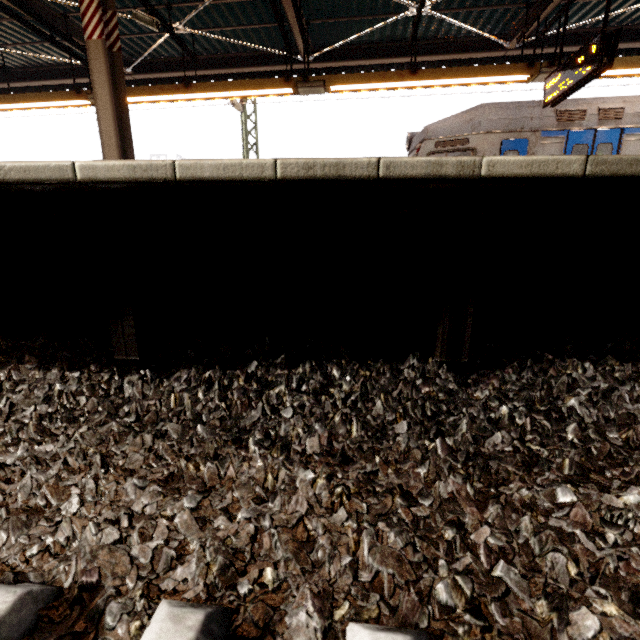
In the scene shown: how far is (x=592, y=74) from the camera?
5.1 meters

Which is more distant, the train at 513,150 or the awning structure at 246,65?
the train at 513,150

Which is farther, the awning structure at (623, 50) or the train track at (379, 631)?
the awning structure at (623, 50)

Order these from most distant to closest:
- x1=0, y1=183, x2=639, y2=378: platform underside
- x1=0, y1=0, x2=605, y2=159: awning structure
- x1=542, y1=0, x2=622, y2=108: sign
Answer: x1=0, y1=0, x2=605, y2=159: awning structure < x1=542, y1=0, x2=622, y2=108: sign < x1=0, y1=183, x2=639, y2=378: platform underside

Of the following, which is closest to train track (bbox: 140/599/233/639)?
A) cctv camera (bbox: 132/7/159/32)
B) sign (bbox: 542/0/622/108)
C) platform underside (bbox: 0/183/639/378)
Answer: platform underside (bbox: 0/183/639/378)

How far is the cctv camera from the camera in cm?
578

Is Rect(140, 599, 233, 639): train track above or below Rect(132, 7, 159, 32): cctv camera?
below

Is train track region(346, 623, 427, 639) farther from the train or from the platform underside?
the platform underside
